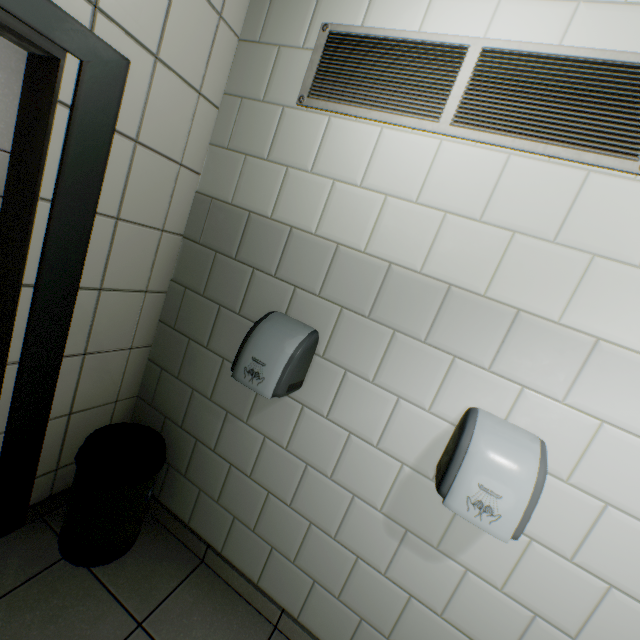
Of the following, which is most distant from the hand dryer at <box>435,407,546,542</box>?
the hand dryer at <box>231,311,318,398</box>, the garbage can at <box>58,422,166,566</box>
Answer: the garbage can at <box>58,422,166,566</box>

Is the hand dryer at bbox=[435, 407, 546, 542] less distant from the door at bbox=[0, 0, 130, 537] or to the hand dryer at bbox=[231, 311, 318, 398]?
the hand dryer at bbox=[231, 311, 318, 398]

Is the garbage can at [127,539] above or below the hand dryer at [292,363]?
below

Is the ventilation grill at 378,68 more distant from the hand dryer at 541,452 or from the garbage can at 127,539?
the garbage can at 127,539

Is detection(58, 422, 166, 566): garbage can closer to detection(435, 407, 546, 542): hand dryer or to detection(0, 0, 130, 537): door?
detection(0, 0, 130, 537): door

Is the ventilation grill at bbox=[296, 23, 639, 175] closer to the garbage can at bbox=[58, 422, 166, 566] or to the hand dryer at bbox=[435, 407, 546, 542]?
the hand dryer at bbox=[435, 407, 546, 542]

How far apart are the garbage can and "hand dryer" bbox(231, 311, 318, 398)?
0.64m

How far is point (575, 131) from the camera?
1.06m
